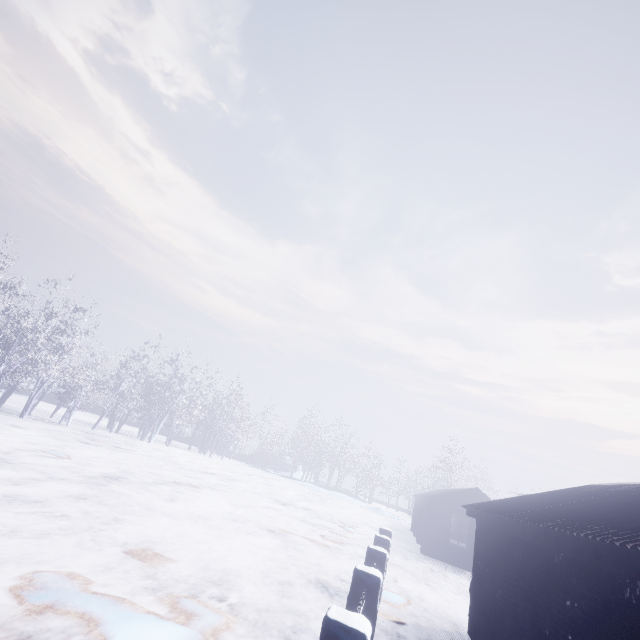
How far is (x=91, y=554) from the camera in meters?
5.0 m
